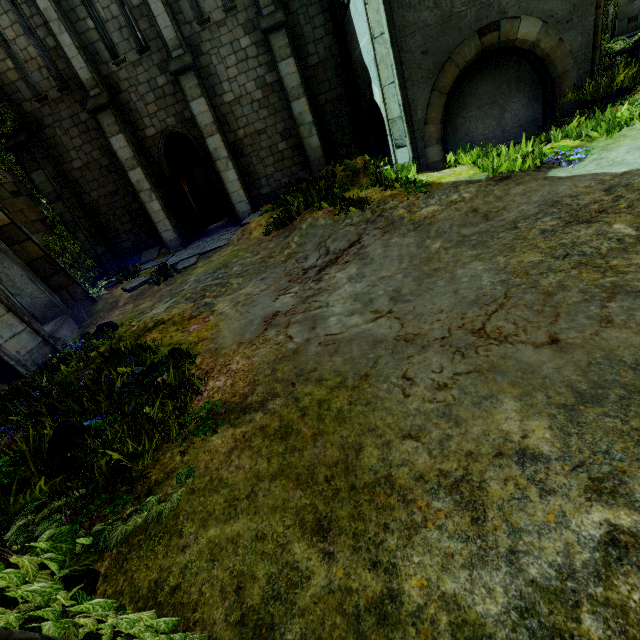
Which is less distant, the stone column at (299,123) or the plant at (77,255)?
the stone column at (299,123)

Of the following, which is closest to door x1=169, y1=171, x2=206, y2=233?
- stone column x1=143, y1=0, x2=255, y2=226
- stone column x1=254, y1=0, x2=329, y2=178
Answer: stone column x1=143, y1=0, x2=255, y2=226

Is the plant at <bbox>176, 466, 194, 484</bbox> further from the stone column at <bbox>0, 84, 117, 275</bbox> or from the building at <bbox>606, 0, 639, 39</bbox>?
the building at <bbox>606, 0, 639, 39</bbox>

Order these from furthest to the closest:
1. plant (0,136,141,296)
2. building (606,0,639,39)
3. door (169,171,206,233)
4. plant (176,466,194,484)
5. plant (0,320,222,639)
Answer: → door (169,171,206,233), plant (0,136,141,296), building (606,0,639,39), plant (176,466,194,484), plant (0,320,222,639)

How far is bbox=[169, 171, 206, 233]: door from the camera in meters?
12.2 m

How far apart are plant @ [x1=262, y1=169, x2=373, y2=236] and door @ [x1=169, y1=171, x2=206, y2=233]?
5.9m

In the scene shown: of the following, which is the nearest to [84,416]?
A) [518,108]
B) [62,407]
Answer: [62,407]

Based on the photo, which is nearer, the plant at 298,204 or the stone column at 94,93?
the plant at 298,204
